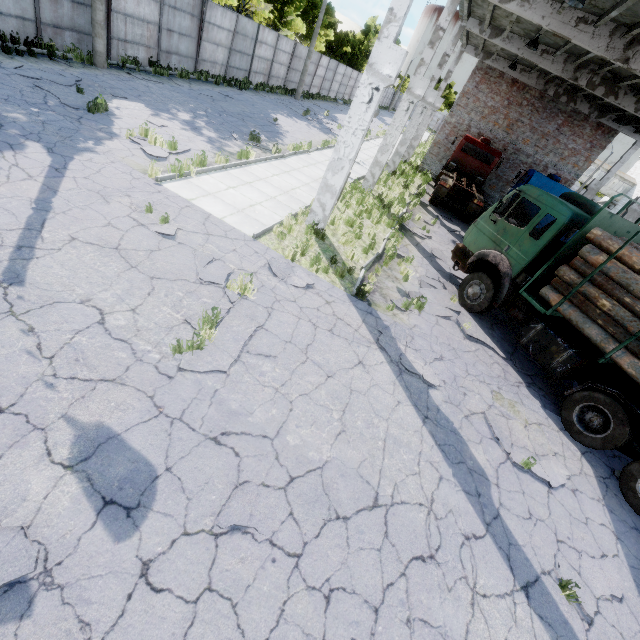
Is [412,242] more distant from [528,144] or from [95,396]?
[528,144]

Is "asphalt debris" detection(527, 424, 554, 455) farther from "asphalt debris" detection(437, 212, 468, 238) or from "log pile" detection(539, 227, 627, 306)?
"asphalt debris" detection(437, 212, 468, 238)

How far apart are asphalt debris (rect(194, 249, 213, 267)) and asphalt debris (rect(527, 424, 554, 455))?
4.98m

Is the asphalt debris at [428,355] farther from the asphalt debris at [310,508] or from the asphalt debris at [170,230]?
the asphalt debris at [170,230]

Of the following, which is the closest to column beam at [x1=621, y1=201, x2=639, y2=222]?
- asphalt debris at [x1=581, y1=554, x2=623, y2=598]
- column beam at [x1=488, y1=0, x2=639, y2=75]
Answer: column beam at [x1=488, y1=0, x2=639, y2=75]

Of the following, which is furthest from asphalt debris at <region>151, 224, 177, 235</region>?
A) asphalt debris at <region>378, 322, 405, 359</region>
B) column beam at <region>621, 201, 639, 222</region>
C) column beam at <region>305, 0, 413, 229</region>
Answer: column beam at <region>621, 201, 639, 222</region>

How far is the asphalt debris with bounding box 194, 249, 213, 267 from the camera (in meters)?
6.77

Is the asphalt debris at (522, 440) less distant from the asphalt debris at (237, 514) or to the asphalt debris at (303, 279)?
the asphalt debris at (237, 514)
